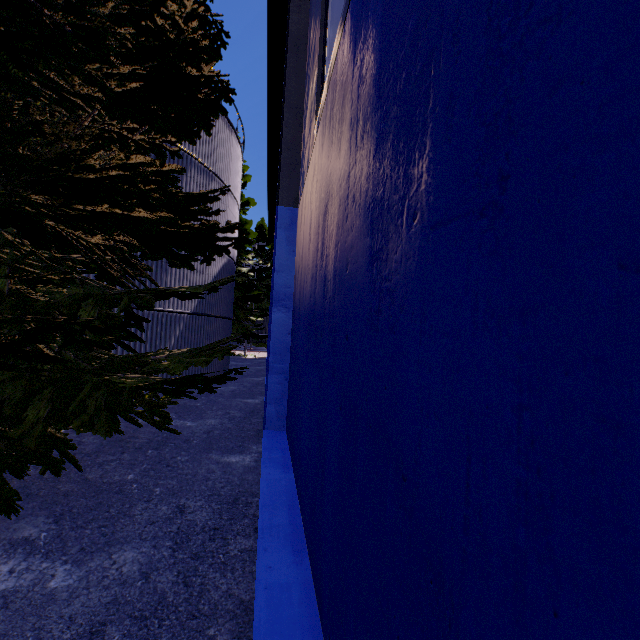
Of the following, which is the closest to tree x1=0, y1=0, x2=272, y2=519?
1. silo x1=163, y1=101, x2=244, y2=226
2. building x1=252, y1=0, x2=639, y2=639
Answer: silo x1=163, y1=101, x2=244, y2=226

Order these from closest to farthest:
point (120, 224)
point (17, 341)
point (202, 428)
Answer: point (17, 341)
point (120, 224)
point (202, 428)

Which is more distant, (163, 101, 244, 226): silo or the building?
(163, 101, 244, 226): silo

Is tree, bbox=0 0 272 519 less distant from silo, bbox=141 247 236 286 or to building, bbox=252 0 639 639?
silo, bbox=141 247 236 286

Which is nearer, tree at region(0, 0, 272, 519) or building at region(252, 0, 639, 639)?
building at region(252, 0, 639, 639)

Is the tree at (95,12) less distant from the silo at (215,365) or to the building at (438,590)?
the silo at (215,365)

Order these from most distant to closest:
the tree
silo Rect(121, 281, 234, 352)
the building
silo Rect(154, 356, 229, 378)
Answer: silo Rect(154, 356, 229, 378) < silo Rect(121, 281, 234, 352) < the tree < the building

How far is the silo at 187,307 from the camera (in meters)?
11.20
